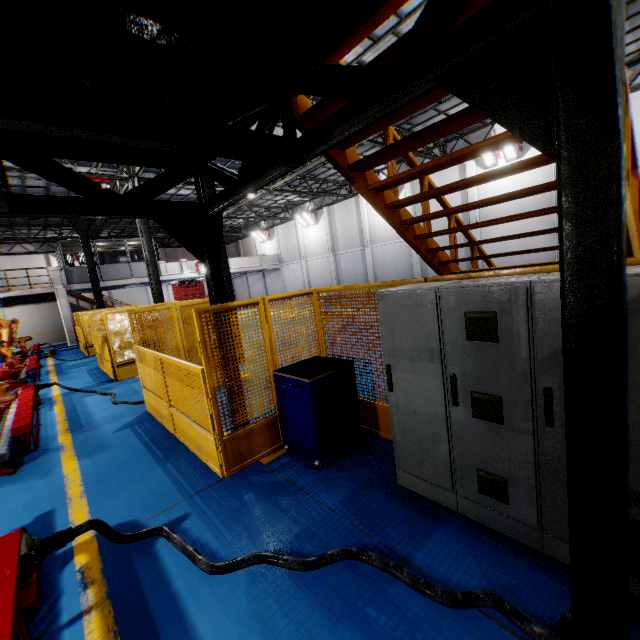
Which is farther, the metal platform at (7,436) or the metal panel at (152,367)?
the metal platform at (7,436)

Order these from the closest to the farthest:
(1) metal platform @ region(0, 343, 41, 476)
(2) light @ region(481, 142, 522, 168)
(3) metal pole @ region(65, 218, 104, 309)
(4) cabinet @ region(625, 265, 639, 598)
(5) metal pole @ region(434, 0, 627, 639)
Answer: (5) metal pole @ region(434, 0, 627, 639) < (4) cabinet @ region(625, 265, 639, 598) < (1) metal platform @ region(0, 343, 41, 476) < (2) light @ region(481, 142, 522, 168) < (3) metal pole @ region(65, 218, 104, 309)

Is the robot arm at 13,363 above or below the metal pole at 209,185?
below

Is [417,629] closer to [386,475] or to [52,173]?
[386,475]

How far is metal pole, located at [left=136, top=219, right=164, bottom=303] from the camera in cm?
1520

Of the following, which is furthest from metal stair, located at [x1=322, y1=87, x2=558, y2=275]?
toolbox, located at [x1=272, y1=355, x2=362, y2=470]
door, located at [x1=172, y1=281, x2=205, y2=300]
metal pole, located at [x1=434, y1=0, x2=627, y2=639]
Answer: door, located at [x1=172, y1=281, x2=205, y2=300]

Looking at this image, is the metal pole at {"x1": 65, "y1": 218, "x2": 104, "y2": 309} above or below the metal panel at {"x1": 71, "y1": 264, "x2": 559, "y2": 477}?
above

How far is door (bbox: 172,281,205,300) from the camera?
38.19m
